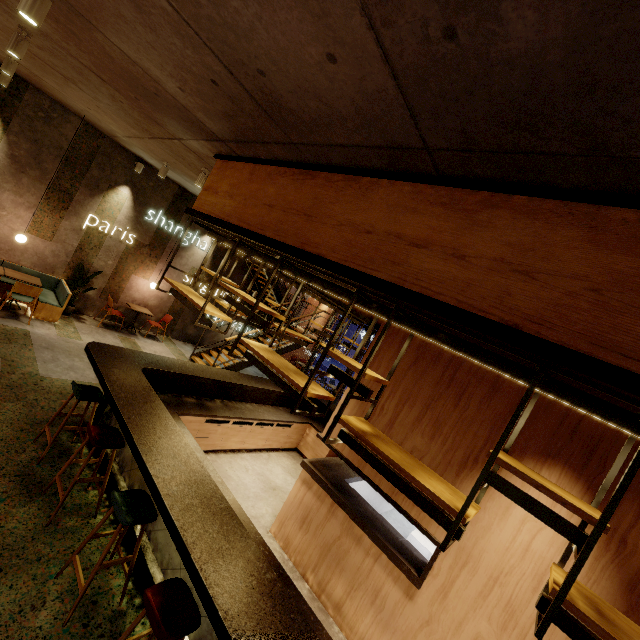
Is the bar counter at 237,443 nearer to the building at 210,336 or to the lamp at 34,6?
the building at 210,336

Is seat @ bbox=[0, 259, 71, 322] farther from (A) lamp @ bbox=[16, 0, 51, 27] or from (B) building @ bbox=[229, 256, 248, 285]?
(A) lamp @ bbox=[16, 0, 51, 27]

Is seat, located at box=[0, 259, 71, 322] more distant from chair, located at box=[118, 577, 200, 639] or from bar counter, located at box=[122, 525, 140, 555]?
chair, located at box=[118, 577, 200, 639]

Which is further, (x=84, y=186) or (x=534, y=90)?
(x=84, y=186)

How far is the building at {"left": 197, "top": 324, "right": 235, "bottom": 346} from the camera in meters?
12.1 m

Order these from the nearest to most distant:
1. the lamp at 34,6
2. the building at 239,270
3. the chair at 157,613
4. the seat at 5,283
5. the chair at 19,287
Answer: the chair at 157,613, the lamp at 34,6, the chair at 19,287, the seat at 5,283, the building at 239,270

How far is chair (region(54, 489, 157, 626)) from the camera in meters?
2.7
